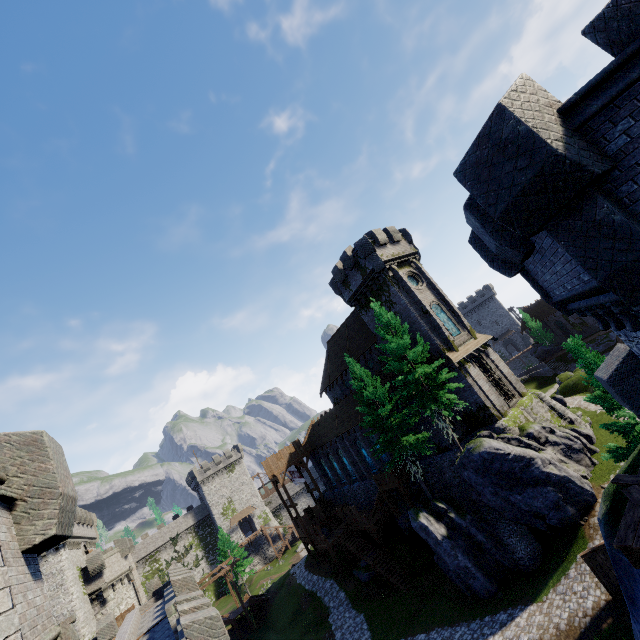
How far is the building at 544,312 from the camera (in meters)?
57.69

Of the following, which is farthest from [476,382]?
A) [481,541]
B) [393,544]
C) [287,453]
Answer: [287,453]

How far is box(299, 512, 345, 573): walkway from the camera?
34.5m

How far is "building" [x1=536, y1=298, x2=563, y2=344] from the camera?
57.7m

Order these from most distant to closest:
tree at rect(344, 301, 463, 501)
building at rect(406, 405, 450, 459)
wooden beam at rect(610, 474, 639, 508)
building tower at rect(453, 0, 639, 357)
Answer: building at rect(406, 405, 450, 459)
tree at rect(344, 301, 463, 501)
wooden beam at rect(610, 474, 639, 508)
building tower at rect(453, 0, 639, 357)

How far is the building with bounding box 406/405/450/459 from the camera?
27.3 meters

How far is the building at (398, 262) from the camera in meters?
27.7 m

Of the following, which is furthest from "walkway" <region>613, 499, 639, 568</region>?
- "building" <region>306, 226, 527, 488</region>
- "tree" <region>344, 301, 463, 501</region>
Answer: "building" <region>306, 226, 527, 488</region>
